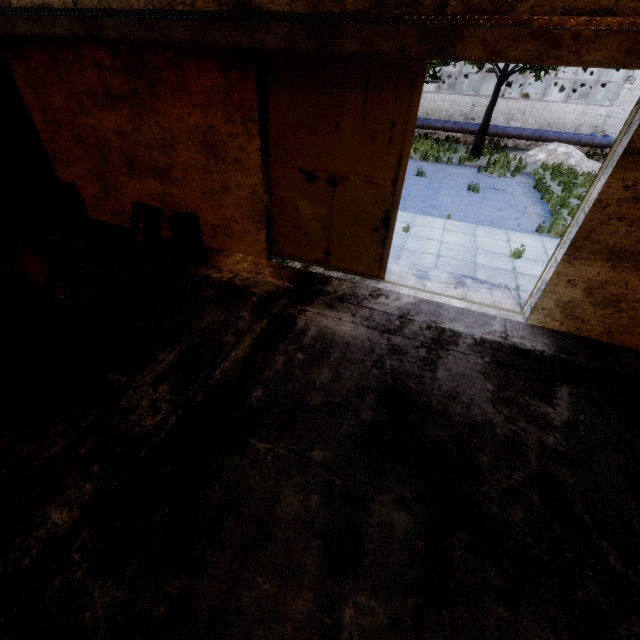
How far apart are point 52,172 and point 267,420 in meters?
9.2 m

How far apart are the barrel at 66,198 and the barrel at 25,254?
2.2 meters

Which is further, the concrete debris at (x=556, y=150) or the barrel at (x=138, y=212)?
the concrete debris at (x=556, y=150)

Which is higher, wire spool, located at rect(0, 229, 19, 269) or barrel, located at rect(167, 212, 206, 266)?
wire spool, located at rect(0, 229, 19, 269)

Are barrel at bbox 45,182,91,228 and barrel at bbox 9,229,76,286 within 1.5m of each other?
no

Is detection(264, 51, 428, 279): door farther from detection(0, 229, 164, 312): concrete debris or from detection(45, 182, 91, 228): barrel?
detection(45, 182, 91, 228): barrel

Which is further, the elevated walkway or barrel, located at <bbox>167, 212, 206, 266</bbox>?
barrel, located at <bbox>167, 212, 206, 266</bbox>

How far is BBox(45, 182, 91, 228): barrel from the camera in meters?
7.9 m
